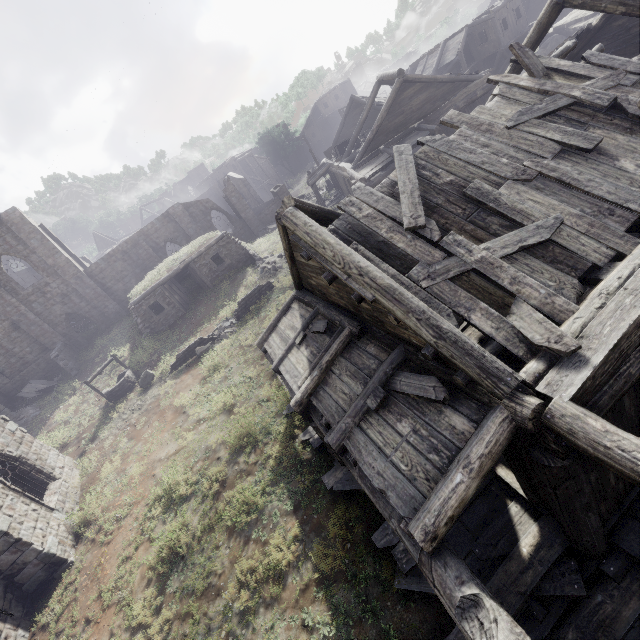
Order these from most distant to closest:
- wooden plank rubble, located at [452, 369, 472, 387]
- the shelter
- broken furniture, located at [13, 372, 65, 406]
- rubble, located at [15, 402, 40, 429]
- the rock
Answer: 1. the rock
2. broken furniture, located at [13, 372, 65, 406]
3. the shelter
4. rubble, located at [15, 402, 40, 429]
5. wooden plank rubble, located at [452, 369, 472, 387]

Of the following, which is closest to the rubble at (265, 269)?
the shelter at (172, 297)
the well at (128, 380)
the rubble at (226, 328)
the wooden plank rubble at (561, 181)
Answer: the shelter at (172, 297)

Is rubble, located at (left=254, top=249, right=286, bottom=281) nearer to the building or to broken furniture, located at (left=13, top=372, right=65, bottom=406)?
the building

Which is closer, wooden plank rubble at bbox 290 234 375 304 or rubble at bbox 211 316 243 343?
wooden plank rubble at bbox 290 234 375 304

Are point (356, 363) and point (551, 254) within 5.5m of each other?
yes

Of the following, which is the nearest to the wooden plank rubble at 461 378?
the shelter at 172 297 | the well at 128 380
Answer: the well at 128 380

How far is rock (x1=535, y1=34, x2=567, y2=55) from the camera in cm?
2597

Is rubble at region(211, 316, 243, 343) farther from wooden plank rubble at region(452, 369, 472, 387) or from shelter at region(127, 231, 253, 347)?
wooden plank rubble at region(452, 369, 472, 387)
